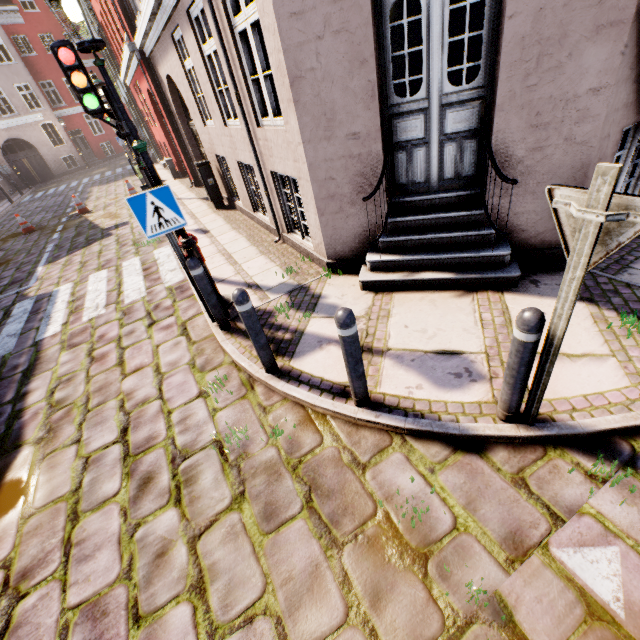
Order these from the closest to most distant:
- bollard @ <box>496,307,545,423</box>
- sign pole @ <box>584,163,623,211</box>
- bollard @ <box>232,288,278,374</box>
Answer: sign pole @ <box>584,163,623,211</box> → bollard @ <box>496,307,545,423</box> → bollard @ <box>232,288,278,374</box>

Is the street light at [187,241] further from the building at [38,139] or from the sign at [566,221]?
the sign at [566,221]

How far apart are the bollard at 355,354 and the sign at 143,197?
2.50m

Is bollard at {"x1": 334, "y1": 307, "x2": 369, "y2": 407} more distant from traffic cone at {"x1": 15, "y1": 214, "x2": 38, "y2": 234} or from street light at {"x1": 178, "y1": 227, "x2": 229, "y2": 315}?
traffic cone at {"x1": 15, "y1": 214, "x2": 38, "y2": 234}

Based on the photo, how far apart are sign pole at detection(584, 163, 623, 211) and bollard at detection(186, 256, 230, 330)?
3.58m

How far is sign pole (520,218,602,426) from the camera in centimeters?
162cm

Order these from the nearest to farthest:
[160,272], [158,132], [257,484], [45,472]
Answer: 1. [257,484]
2. [45,472]
3. [160,272]
4. [158,132]

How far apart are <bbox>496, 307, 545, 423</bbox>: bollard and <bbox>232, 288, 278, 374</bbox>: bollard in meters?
2.2 m
